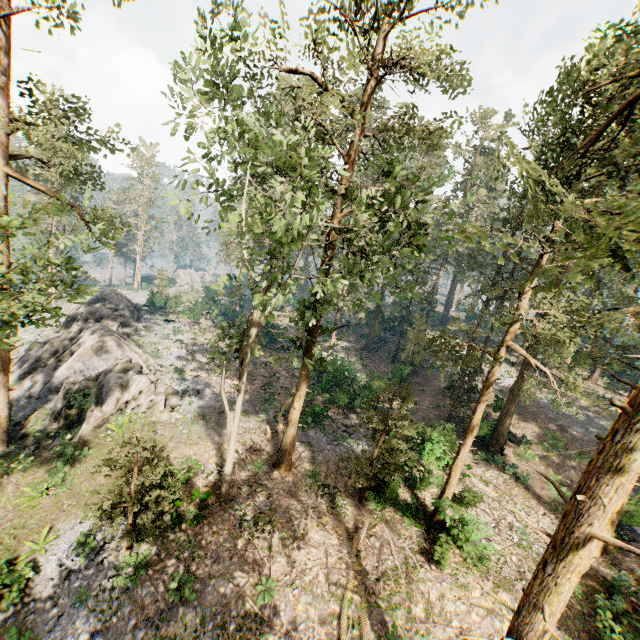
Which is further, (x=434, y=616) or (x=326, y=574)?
(x=326, y=574)

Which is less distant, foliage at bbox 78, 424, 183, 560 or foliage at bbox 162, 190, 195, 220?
foliage at bbox 162, 190, 195, 220

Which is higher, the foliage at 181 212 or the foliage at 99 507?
the foliage at 181 212

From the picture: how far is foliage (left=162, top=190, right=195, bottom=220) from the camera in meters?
10.0

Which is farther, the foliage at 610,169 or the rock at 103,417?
the rock at 103,417

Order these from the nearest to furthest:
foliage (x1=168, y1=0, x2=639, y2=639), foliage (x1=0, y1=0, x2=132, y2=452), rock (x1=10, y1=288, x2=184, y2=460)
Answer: foliage (x1=168, y1=0, x2=639, y2=639) < foliage (x1=0, y1=0, x2=132, y2=452) < rock (x1=10, y1=288, x2=184, y2=460)

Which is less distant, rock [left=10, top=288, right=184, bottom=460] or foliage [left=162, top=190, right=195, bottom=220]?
foliage [left=162, top=190, right=195, bottom=220]
